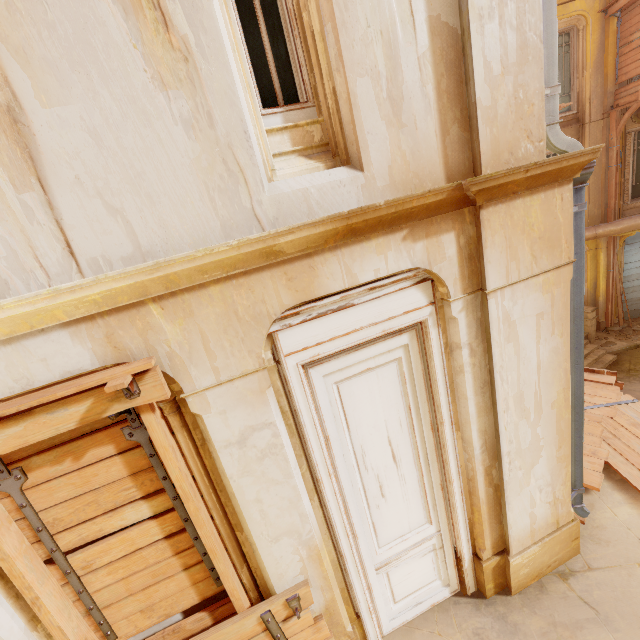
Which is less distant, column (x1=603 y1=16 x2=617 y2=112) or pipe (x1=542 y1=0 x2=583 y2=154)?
pipe (x1=542 y1=0 x2=583 y2=154)

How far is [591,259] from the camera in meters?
13.4 m

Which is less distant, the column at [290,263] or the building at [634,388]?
the column at [290,263]

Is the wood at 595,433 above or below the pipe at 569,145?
below

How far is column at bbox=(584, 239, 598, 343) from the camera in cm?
1306

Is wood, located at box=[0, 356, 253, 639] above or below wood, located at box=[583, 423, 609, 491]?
above

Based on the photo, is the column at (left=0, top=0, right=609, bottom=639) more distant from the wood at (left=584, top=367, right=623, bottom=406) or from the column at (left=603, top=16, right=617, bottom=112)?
the column at (left=603, top=16, right=617, bottom=112)

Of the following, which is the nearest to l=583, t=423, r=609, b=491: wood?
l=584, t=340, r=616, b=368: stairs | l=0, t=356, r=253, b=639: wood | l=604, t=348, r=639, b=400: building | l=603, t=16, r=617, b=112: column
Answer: l=604, t=348, r=639, b=400: building
